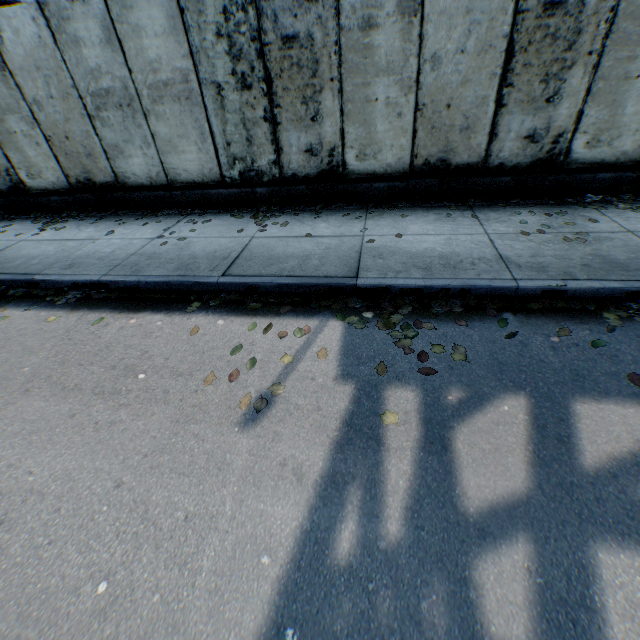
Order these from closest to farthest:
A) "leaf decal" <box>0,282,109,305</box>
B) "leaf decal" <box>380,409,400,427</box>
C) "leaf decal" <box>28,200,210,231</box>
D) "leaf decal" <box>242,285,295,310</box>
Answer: "leaf decal" <box>380,409,400,427</box> → "leaf decal" <box>242,285,295,310</box> → "leaf decal" <box>0,282,109,305</box> → "leaf decal" <box>28,200,210,231</box>

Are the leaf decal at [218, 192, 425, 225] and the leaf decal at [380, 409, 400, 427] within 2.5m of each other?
no

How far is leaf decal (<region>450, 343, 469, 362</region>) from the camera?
3.1 meters

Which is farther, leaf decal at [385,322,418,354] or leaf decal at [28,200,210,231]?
leaf decal at [28,200,210,231]

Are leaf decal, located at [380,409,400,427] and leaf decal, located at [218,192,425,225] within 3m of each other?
no

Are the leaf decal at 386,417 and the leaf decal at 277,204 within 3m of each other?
no

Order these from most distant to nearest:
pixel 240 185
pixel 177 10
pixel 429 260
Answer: pixel 240 185, pixel 177 10, pixel 429 260

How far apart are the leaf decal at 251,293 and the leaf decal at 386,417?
1.8 meters
